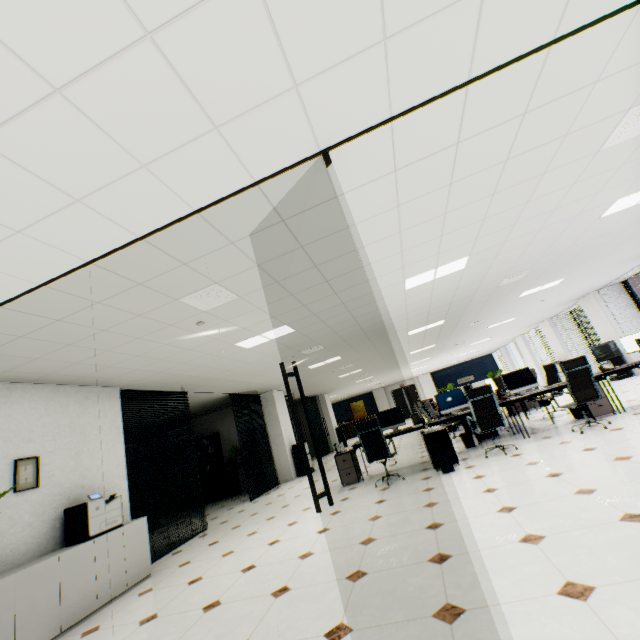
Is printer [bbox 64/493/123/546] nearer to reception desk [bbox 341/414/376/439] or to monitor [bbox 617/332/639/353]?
monitor [bbox 617/332/639/353]

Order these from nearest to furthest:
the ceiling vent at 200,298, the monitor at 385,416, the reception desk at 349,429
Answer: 1. the ceiling vent at 200,298
2. the monitor at 385,416
3. the reception desk at 349,429

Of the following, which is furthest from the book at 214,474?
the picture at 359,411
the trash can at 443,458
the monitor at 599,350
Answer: the picture at 359,411

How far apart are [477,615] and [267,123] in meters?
3.2 m

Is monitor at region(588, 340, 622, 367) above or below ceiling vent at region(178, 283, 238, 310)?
below

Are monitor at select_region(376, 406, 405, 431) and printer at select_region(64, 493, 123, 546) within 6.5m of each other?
yes

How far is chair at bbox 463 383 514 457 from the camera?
5.6 meters

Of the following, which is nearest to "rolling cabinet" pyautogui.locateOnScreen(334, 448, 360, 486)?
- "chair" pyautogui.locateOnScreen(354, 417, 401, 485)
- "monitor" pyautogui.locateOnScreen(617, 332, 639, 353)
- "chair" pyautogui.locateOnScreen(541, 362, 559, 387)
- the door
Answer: "chair" pyautogui.locateOnScreen(354, 417, 401, 485)
